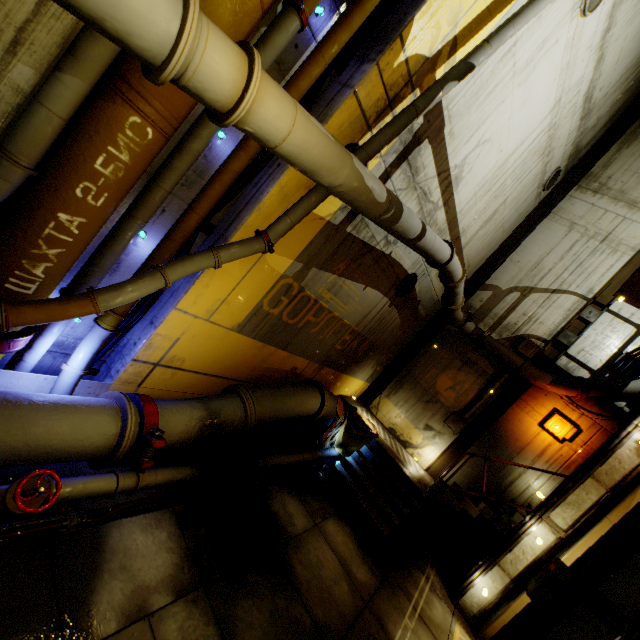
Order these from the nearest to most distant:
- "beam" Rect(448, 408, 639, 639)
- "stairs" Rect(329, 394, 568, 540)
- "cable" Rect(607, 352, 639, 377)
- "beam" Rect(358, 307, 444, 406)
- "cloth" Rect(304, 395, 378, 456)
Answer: "beam" Rect(448, 408, 639, 639) < "stairs" Rect(329, 394, 568, 540) < "cloth" Rect(304, 395, 378, 456) < "cable" Rect(607, 352, 639, 377) < "beam" Rect(358, 307, 444, 406)

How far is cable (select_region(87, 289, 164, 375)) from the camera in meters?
4.9 m

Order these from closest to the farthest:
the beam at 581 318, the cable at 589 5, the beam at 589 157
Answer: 1. the cable at 589 5
2. the beam at 581 318
3. the beam at 589 157

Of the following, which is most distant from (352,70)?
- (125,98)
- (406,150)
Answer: (125,98)

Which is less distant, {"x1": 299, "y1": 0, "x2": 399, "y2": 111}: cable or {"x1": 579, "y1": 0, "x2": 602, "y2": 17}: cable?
{"x1": 299, "y1": 0, "x2": 399, "y2": 111}: cable

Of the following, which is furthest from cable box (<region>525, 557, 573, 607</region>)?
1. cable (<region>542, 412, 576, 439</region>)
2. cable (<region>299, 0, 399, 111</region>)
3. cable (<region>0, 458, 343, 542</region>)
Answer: cable (<region>299, 0, 399, 111</region>)

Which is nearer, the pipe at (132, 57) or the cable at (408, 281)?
the pipe at (132, 57)
